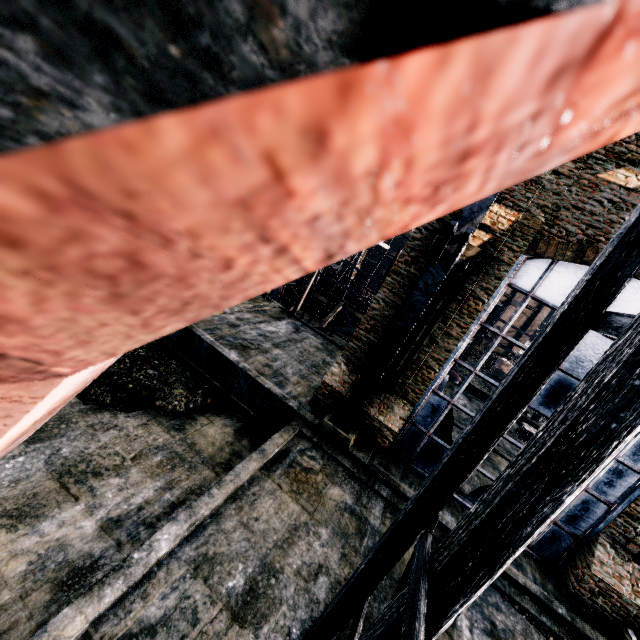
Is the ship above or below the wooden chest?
above

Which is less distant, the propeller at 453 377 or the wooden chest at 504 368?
the propeller at 453 377

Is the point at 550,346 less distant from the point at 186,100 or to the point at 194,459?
the point at 186,100

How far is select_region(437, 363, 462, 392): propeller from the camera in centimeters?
2481cm

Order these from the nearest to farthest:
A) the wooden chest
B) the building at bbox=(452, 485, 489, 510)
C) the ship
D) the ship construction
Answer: the ship → the building at bbox=(452, 485, 489, 510) → the ship construction → the wooden chest

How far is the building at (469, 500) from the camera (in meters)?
13.80

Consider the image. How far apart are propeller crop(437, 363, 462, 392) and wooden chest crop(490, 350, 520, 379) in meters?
19.7 m

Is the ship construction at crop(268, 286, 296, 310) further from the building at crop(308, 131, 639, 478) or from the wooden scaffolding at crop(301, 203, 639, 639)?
the wooden scaffolding at crop(301, 203, 639, 639)
